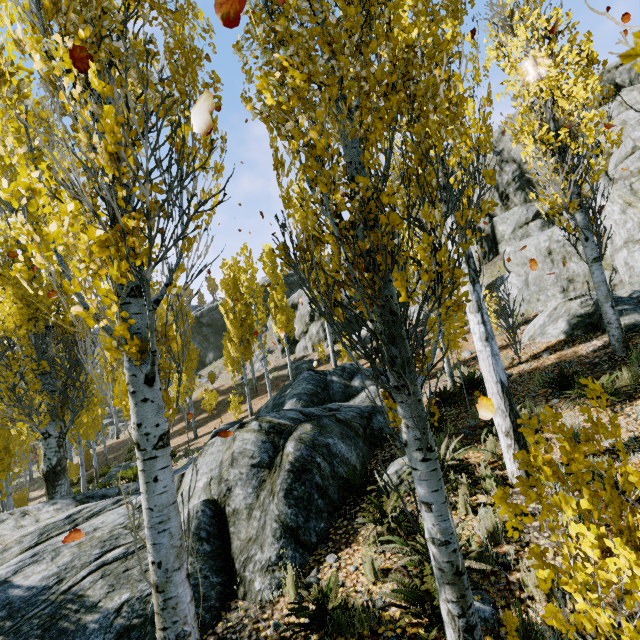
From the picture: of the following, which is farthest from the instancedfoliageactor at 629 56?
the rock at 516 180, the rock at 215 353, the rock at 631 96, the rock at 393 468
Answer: the rock at 215 353

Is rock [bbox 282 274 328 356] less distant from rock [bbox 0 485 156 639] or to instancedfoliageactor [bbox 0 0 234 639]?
instancedfoliageactor [bbox 0 0 234 639]

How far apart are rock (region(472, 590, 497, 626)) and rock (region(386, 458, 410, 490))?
2.4 meters

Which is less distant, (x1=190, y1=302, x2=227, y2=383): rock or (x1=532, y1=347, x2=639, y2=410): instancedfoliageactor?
(x1=532, y1=347, x2=639, y2=410): instancedfoliageactor

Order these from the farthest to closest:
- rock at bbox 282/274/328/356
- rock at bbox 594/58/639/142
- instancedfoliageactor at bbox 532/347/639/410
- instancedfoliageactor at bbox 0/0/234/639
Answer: rock at bbox 282/274/328/356
rock at bbox 594/58/639/142
instancedfoliageactor at bbox 0/0/234/639
instancedfoliageactor at bbox 532/347/639/410

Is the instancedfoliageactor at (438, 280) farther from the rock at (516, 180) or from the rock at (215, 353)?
the rock at (215, 353)

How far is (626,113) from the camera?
20.1 meters

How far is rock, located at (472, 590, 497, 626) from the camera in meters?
2.9 m
